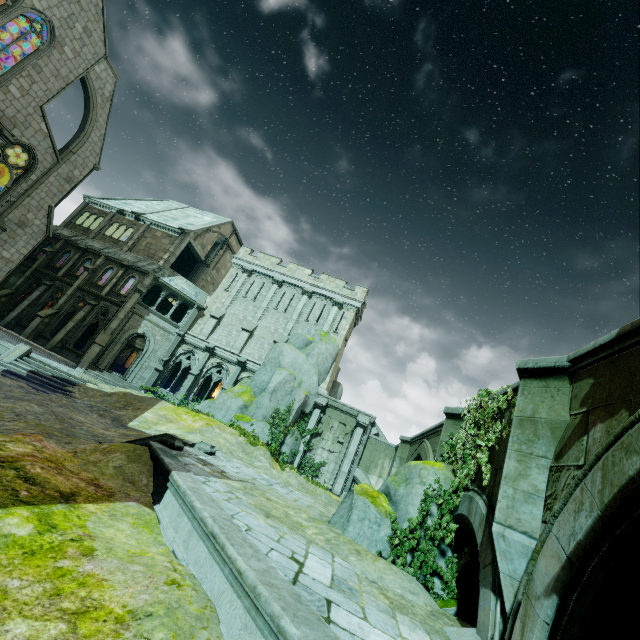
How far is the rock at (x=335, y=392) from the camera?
29.6 meters

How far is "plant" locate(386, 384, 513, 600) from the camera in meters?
7.5 m

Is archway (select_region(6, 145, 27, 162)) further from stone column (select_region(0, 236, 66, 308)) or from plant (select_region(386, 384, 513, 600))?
plant (select_region(386, 384, 513, 600))

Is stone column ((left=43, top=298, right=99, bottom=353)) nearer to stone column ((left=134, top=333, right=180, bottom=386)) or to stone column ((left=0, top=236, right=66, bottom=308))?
stone column ((left=134, top=333, right=180, bottom=386))

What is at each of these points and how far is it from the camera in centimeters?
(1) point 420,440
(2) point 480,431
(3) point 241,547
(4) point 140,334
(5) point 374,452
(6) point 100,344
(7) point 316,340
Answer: (1) bridge, 1634cm
(2) plant, 818cm
(3) wall trim, 480cm
(4) window, 2697cm
(5) bridge arch, 2392cm
(6) stone column, 2441cm
(7) rock, 2738cm

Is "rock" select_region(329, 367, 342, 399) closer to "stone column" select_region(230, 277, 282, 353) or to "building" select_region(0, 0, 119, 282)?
A: "stone column" select_region(230, 277, 282, 353)

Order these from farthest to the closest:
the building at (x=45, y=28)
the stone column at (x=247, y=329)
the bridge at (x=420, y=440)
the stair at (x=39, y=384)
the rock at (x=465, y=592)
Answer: the stone column at (x=247, y=329) < the building at (x=45, y=28) < the stair at (x=39, y=384) < the bridge at (x=420, y=440) < the rock at (x=465, y=592)

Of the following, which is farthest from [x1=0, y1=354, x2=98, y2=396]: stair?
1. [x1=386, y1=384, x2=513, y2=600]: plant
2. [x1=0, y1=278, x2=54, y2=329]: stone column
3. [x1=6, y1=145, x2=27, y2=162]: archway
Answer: [x1=386, y1=384, x2=513, y2=600]: plant
